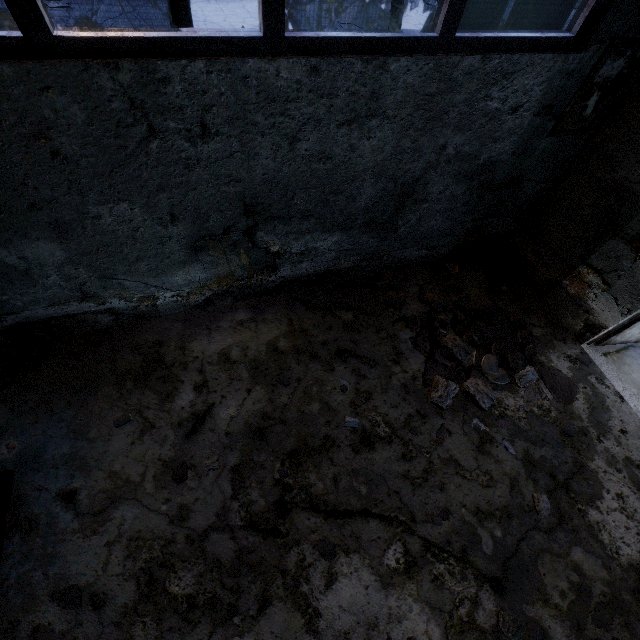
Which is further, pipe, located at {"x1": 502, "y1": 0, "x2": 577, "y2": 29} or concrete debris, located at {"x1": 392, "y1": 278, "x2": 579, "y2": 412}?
concrete debris, located at {"x1": 392, "y1": 278, "x2": 579, "y2": 412}

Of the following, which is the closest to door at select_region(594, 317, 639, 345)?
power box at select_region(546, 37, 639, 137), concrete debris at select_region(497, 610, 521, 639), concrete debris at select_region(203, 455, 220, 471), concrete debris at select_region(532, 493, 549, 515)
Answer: power box at select_region(546, 37, 639, 137)

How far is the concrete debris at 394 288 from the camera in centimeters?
432cm

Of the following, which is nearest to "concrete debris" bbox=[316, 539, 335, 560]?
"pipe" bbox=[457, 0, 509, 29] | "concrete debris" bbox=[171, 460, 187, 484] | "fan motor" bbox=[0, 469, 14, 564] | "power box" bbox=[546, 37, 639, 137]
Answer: "concrete debris" bbox=[171, 460, 187, 484]

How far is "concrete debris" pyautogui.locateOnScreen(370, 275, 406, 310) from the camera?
4.3m

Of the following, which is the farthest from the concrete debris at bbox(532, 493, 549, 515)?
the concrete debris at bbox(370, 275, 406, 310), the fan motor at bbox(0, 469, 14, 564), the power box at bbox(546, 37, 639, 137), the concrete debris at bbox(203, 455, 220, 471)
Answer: the fan motor at bbox(0, 469, 14, 564)

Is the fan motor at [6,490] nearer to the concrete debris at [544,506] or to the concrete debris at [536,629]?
the concrete debris at [536,629]

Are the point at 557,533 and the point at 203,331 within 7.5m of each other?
yes
